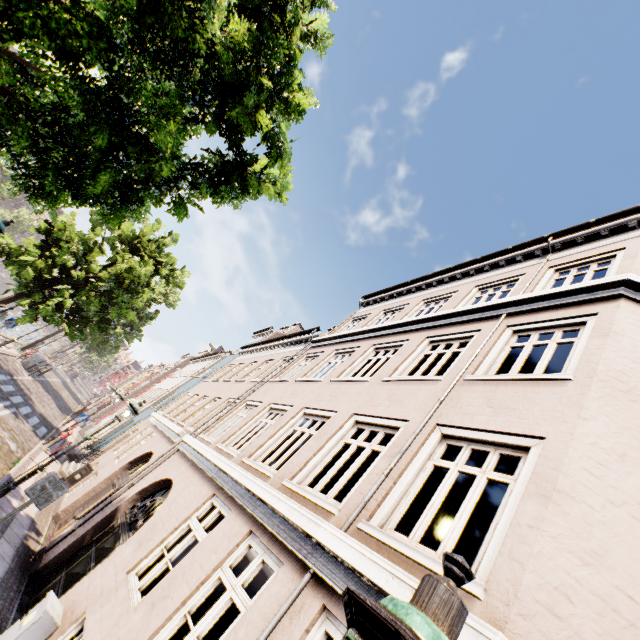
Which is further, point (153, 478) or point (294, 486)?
point (153, 478)

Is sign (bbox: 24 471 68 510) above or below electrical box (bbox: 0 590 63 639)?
above

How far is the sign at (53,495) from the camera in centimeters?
598cm

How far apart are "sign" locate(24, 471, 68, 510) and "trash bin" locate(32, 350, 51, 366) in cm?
2390

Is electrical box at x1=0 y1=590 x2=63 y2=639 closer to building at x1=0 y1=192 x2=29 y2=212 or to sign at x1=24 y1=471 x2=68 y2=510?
sign at x1=24 y1=471 x2=68 y2=510

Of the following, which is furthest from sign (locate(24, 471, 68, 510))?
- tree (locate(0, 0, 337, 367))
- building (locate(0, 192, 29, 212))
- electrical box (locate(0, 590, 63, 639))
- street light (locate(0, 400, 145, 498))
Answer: building (locate(0, 192, 29, 212))

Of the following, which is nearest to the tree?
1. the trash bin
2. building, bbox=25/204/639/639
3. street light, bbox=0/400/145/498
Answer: the trash bin

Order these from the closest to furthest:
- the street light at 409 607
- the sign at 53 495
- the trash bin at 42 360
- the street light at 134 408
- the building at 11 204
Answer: the street light at 409 607, the sign at 53 495, the street light at 134 408, the trash bin at 42 360, the building at 11 204
